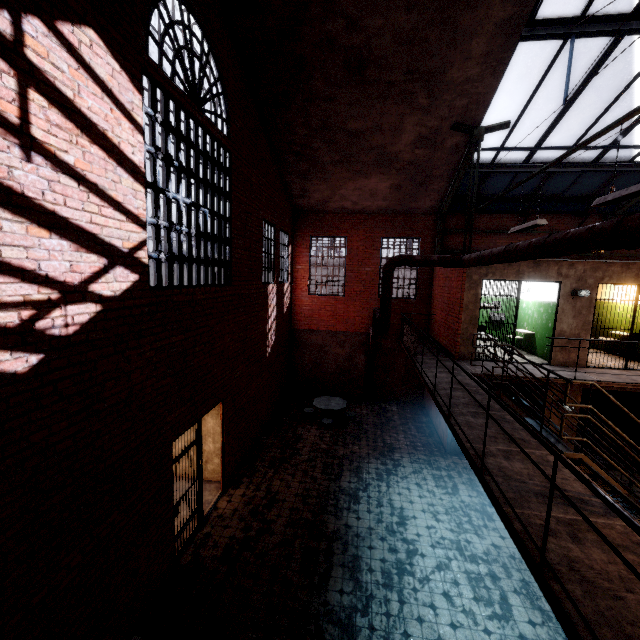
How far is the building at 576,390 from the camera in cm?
917

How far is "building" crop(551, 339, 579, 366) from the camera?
9.1 meters

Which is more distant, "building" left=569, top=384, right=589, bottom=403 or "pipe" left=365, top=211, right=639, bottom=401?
"building" left=569, top=384, right=589, bottom=403

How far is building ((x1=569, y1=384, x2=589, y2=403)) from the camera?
9.17m

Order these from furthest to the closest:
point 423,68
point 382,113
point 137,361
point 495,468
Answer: point 382,113, point 423,68, point 137,361, point 495,468

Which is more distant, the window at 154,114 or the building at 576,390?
the building at 576,390

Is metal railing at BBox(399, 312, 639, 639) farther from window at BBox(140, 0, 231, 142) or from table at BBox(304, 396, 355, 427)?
window at BBox(140, 0, 231, 142)

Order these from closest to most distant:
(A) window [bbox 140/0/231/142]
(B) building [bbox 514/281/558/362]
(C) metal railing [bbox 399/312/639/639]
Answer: (C) metal railing [bbox 399/312/639/639] → (A) window [bbox 140/0/231/142] → (B) building [bbox 514/281/558/362]
